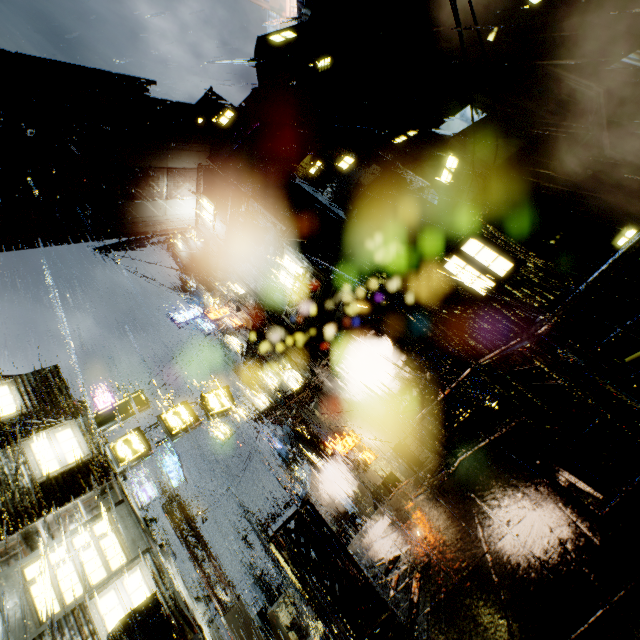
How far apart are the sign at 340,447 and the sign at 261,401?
9.1m

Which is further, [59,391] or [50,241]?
[50,241]

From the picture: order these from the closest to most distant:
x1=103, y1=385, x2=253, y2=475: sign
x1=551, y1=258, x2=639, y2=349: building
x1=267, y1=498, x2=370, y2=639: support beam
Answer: x1=267, y1=498, x2=370, y2=639: support beam, x1=551, y1=258, x2=639, y2=349: building, x1=103, y1=385, x2=253, y2=475: sign

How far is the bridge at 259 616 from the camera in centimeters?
2158cm

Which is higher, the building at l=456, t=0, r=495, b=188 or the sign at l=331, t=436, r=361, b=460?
the building at l=456, t=0, r=495, b=188

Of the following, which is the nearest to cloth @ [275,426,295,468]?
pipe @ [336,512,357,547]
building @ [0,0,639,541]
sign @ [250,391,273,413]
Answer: building @ [0,0,639,541]

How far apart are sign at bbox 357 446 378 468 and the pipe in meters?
6.8

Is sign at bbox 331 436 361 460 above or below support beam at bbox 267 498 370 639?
above
